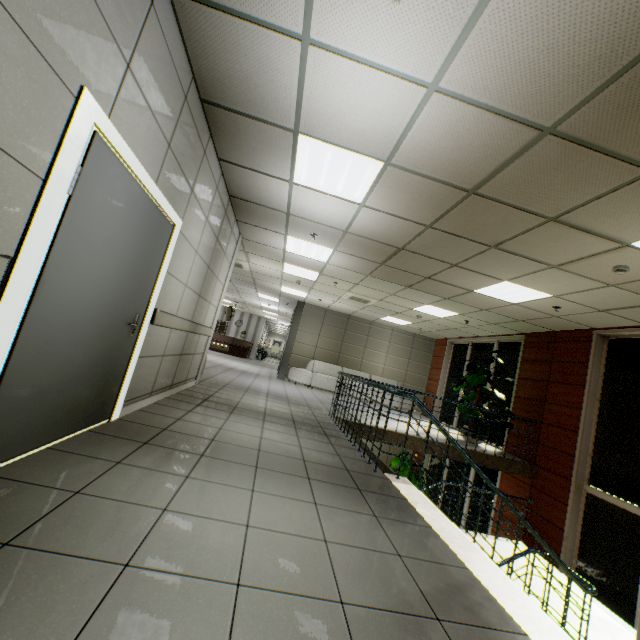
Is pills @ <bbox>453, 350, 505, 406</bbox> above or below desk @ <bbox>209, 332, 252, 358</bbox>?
above

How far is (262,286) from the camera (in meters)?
12.22

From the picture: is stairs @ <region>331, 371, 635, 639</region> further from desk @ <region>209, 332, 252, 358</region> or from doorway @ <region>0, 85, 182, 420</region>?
desk @ <region>209, 332, 252, 358</region>

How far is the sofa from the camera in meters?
12.2 m

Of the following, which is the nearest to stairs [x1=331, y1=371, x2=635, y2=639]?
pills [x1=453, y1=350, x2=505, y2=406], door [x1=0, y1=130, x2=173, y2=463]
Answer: pills [x1=453, y1=350, x2=505, y2=406]

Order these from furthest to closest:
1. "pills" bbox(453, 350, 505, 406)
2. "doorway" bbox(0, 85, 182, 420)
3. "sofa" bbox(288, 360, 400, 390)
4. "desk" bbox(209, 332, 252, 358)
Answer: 1. "desk" bbox(209, 332, 252, 358)
2. "sofa" bbox(288, 360, 400, 390)
3. "pills" bbox(453, 350, 505, 406)
4. "doorway" bbox(0, 85, 182, 420)

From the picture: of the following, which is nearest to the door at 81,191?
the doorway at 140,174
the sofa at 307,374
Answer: the doorway at 140,174

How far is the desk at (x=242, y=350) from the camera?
20.9 meters
